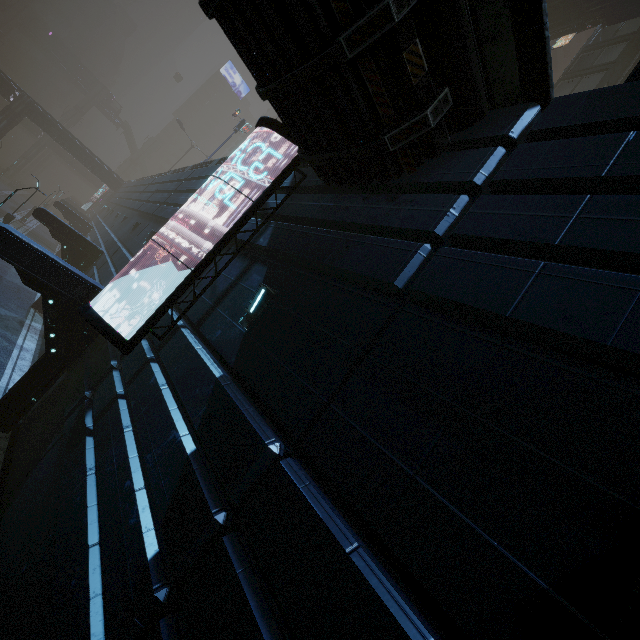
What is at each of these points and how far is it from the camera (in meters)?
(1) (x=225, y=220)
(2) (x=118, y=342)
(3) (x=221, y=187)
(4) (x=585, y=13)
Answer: (1) building, 9.59
(2) sign, 6.96
(3) building, 12.27
(4) bridge, 22.36

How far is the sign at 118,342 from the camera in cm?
705

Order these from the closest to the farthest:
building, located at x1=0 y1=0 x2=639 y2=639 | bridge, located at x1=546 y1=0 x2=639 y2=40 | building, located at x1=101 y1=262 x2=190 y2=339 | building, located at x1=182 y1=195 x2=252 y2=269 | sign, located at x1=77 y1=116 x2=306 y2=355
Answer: building, located at x1=0 y1=0 x2=639 y2=639 → sign, located at x1=77 y1=116 x2=306 y2=355 → building, located at x1=101 y1=262 x2=190 y2=339 → building, located at x1=182 y1=195 x2=252 y2=269 → bridge, located at x1=546 y1=0 x2=639 y2=40

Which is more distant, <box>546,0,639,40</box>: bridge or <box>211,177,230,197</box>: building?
<box>546,0,639,40</box>: bridge

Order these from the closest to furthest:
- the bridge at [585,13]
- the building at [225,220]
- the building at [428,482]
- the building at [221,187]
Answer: the building at [428,482] → the building at [225,220] → the building at [221,187] → the bridge at [585,13]

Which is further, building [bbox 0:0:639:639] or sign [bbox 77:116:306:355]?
sign [bbox 77:116:306:355]

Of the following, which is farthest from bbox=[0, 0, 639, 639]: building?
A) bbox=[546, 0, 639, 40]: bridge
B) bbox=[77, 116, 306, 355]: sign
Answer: bbox=[546, 0, 639, 40]: bridge
